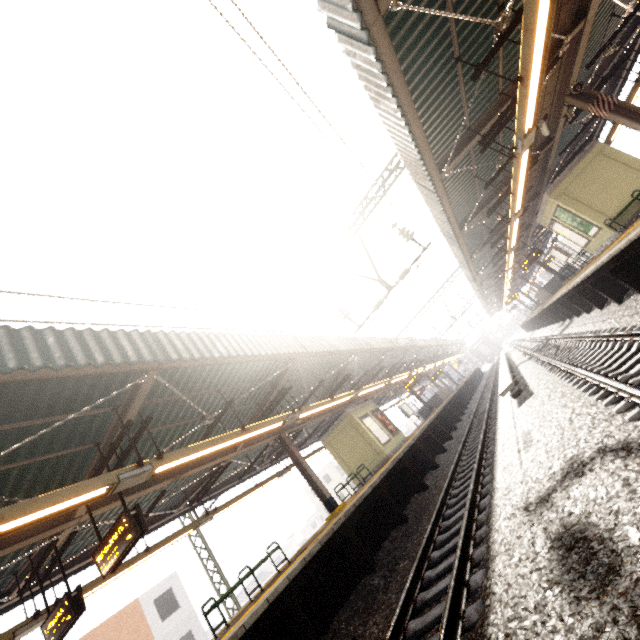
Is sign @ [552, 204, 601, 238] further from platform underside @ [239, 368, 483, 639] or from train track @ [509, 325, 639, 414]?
platform underside @ [239, 368, 483, 639]

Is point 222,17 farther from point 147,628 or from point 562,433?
point 147,628

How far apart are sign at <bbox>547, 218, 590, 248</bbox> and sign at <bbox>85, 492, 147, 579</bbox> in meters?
17.7 m

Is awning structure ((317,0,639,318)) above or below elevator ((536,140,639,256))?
above

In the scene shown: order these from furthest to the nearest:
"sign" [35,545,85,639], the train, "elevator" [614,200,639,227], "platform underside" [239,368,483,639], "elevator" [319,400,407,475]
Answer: the train < "elevator" [319,400,407,475] < "elevator" [614,200,639,227] < "sign" [35,545,85,639] < "platform underside" [239,368,483,639]

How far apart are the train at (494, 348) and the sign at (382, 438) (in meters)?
47.53

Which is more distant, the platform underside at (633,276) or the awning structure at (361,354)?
the platform underside at (633,276)

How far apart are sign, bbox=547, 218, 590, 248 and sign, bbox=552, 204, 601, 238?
0.3m
